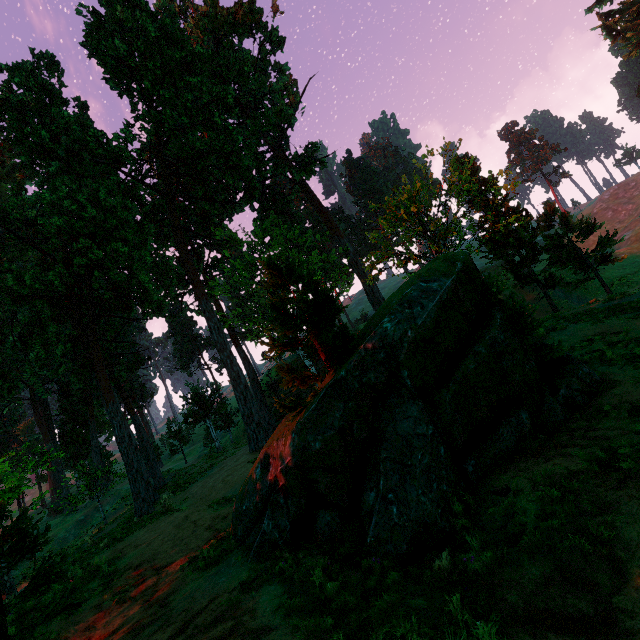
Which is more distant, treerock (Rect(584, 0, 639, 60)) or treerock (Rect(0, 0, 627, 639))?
treerock (Rect(584, 0, 639, 60))

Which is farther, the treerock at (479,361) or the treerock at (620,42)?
the treerock at (620,42)

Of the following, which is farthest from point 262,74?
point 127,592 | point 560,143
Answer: point 560,143
